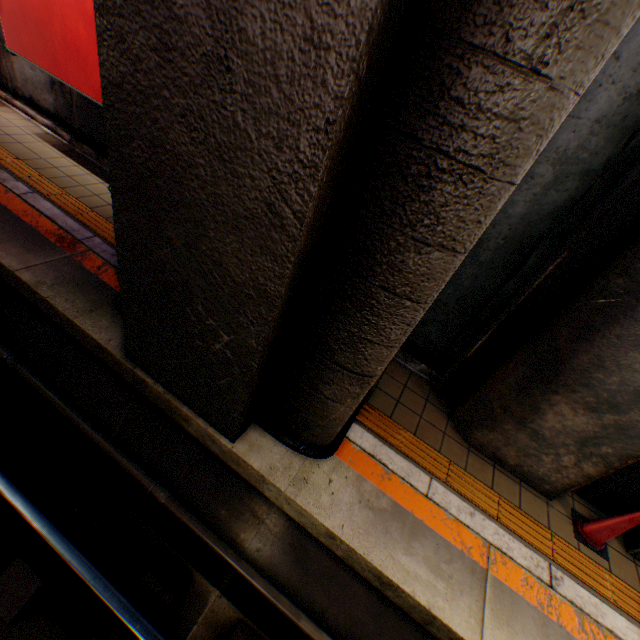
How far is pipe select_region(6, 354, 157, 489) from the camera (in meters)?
3.56

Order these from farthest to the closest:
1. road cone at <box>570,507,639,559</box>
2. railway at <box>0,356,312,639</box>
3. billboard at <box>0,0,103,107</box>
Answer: billboard at <box>0,0,103,107</box>, road cone at <box>570,507,639,559</box>, railway at <box>0,356,312,639</box>

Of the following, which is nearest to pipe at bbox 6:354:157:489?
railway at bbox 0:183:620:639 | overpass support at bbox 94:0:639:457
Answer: railway at bbox 0:183:620:639

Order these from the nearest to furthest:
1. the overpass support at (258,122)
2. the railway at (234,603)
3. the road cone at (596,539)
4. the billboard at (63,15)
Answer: the overpass support at (258,122), the railway at (234,603), the road cone at (596,539), the billboard at (63,15)

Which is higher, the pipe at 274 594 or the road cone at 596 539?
the road cone at 596 539

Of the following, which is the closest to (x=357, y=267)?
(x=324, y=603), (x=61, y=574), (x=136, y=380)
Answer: (x=136, y=380)

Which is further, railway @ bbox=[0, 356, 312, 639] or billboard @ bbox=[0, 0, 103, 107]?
billboard @ bbox=[0, 0, 103, 107]

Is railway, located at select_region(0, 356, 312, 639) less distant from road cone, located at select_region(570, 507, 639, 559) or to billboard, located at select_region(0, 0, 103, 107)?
road cone, located at select_region(570, 507, 639, 559)
